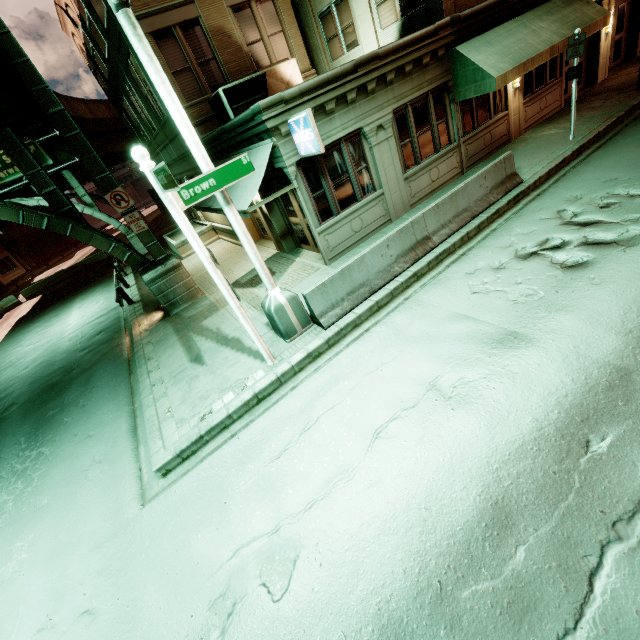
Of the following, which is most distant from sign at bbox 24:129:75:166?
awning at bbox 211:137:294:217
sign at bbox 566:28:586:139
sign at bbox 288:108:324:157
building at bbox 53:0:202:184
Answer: sign at bbox 566:28:586:139

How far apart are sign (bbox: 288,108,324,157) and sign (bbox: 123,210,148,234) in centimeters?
606cm

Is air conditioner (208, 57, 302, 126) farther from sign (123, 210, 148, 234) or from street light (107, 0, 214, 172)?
street light (107, 0, 214, 172)

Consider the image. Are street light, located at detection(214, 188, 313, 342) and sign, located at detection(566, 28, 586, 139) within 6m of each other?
no

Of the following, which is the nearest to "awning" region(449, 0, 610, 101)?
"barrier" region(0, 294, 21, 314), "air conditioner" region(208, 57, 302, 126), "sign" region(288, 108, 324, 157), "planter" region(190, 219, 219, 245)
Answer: "air conditioner" region(208, 57, 302, 126)

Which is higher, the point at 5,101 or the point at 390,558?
the point at 5,101

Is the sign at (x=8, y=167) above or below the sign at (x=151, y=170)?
above

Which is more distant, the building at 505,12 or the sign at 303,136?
the building at 505,12
